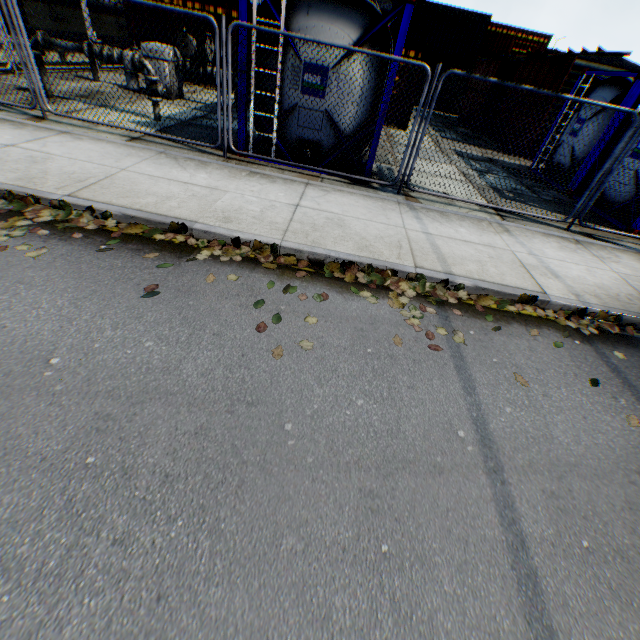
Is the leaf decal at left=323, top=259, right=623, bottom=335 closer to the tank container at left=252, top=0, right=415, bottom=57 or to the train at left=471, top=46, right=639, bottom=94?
the tank container at left=252, top=0, right=415, bottom=57

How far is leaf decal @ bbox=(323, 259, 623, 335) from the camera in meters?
4.2

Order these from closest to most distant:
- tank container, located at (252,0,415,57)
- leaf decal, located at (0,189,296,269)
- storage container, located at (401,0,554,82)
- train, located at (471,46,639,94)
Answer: leaf decal, located at (0,189,296,269) → tank container, located at (252,0,415,57) → train, located at (471,46,639,94) → storage container, located at (401,0,554,82)

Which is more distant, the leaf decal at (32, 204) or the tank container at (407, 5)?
the tank container at (407, 5)

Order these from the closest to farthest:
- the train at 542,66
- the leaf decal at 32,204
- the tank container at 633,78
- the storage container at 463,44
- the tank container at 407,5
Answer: the leaf decal at 32,204 < the tank container at 407,5 < the tank container at 633,78 < the train at 542,66 < the storage container at 463,44

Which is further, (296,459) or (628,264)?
(628,264)

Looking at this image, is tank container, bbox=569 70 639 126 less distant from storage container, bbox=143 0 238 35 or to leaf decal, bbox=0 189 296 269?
storage container, bbox=143 0 238 35

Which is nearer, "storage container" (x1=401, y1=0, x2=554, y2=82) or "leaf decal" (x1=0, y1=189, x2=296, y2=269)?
"leaf decal" (x1=0, y1=189, x2=296, y2=269)
